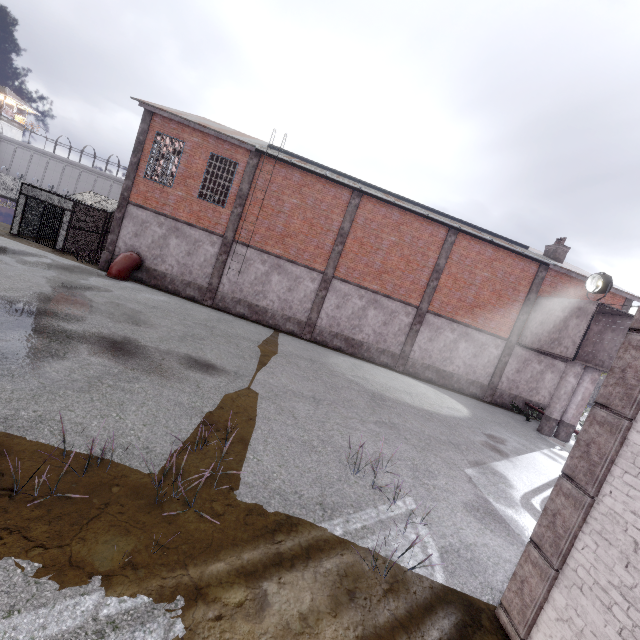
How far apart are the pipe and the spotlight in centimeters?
2337cm

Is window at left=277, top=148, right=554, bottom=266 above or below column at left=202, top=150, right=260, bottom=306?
above

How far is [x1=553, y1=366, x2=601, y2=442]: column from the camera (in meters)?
16.02

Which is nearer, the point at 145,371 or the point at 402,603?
the point at 402,603

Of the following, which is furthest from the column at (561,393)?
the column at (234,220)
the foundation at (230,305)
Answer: the column at (234,220)

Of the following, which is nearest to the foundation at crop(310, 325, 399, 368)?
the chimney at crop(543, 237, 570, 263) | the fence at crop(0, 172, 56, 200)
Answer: the chimney at crop(543, 237, 570, 263)

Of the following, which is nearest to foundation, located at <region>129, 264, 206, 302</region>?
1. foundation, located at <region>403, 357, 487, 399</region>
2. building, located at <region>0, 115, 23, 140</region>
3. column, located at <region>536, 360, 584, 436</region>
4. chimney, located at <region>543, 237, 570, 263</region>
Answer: foundation, located at <region>403, 357, 487, 399</region>

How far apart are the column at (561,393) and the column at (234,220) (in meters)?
18.67
